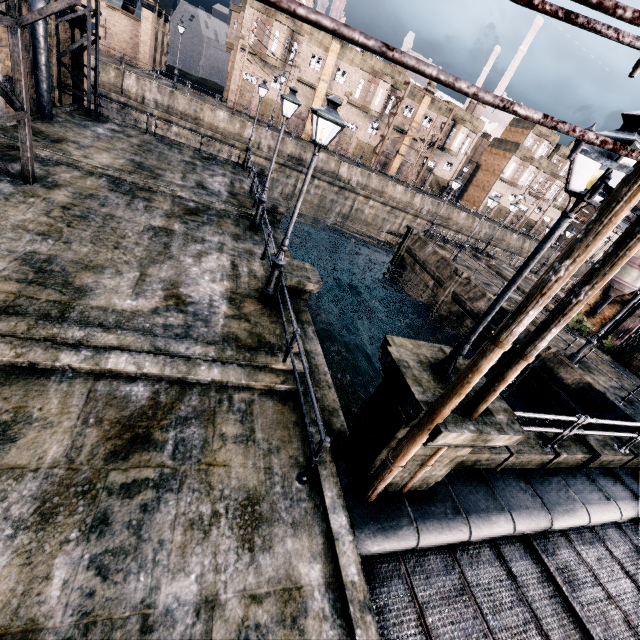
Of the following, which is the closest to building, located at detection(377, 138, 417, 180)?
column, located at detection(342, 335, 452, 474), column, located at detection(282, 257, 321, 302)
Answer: column, located at detection(282, 257, 321, 302)

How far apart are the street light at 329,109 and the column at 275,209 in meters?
9.5

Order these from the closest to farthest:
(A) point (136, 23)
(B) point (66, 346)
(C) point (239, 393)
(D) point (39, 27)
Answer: (B) point (66, 346)
(C) point (239, 393)
(D) point (39, 27)
(A) point (136, 23)

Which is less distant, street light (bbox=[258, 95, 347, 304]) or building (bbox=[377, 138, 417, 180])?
street light (bbox=[258, 95, 347, 304])

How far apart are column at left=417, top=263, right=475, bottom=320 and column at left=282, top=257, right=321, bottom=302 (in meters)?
15.96

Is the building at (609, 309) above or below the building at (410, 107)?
below

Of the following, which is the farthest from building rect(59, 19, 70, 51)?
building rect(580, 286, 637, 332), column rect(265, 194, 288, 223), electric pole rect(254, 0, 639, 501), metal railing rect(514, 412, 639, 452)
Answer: building rect(580, 286, 637, 332)

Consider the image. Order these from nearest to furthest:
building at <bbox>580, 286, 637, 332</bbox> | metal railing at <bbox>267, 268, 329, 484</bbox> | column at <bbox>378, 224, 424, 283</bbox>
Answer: metal railing at <bbox>267, 268, 329, 484</bbox>
building at <bbox>580, 286, 637, 332</bbox>
column at <bbox>378, 224, 424, 283</bbox>
